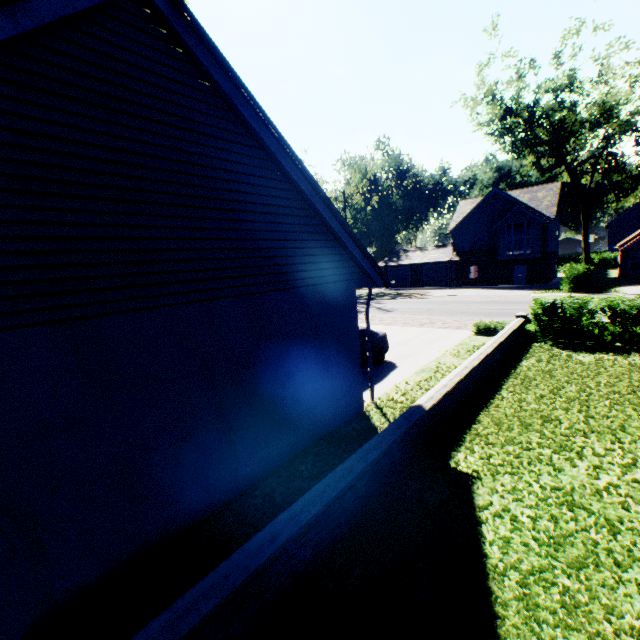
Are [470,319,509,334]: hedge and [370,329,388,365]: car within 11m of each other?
yes

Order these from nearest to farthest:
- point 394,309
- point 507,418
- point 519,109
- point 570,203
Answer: point 507,418 < point 519,109 < point 394,309 < point 570,203

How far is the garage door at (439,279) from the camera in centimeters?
4244cm

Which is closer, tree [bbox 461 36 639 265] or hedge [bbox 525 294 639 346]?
hedge [bbox 525 294 639 346]

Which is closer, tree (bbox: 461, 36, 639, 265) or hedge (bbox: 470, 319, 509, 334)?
hedge (bbox: 470, 319, 509, 334)

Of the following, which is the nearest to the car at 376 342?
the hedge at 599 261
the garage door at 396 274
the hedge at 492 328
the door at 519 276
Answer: the hedge at 492 328

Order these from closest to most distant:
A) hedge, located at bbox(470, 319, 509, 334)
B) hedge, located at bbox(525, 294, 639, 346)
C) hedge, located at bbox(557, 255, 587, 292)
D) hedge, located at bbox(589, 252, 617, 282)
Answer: hedge, located at bbox(525, 294, 639, 346) < hedge, located at bbox(470, 319, 509, 334) < hedge, located at bbox(557, 255, 587, 292) < hedge, located at bbox(589, 252, 617, 282)

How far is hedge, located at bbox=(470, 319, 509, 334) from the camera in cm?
1505
